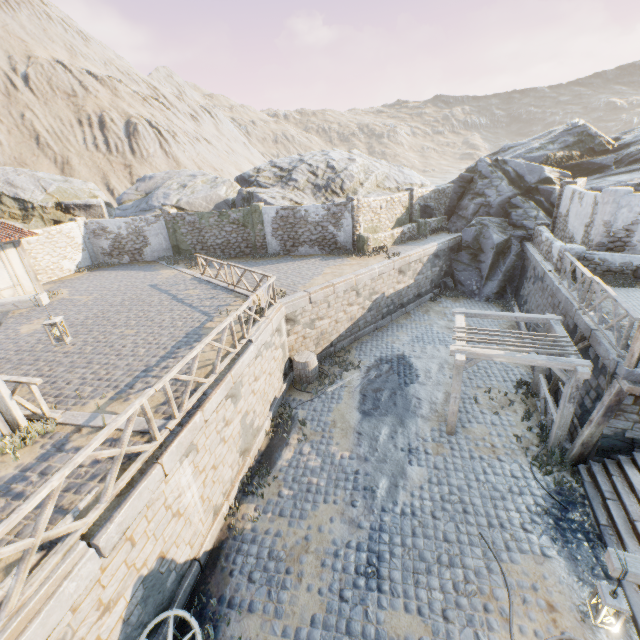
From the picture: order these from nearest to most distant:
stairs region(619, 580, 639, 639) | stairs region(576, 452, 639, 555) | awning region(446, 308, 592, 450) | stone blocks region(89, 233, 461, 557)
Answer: stone blocks region(89, 233, 461, 557), stairs region(619, 580, 639, 639), stairs region(576, 452, 639, 555), awning region(446, 308, 592, 450)

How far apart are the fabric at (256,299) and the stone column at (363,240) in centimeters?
902cm

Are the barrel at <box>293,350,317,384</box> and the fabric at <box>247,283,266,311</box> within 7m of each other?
yes

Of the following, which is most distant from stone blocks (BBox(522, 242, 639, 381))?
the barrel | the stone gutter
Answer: the barrel

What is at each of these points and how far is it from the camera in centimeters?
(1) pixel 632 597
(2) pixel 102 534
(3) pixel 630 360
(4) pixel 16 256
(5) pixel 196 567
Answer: (1) stairs, 601cm
(2) stone blocks, 470cm
(3) wooden structure, 718cm
(4) building, 1478cm
(5) stone blocks, 696cm

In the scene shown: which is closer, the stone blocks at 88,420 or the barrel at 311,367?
the stone blocks at 88,420

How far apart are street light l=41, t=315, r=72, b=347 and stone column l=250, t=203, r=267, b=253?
14.7m

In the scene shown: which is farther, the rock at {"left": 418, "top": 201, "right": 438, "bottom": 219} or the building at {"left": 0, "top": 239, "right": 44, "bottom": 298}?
the rock at {"left": 418, "top": 201, "right": 438, "bottom": 219}
